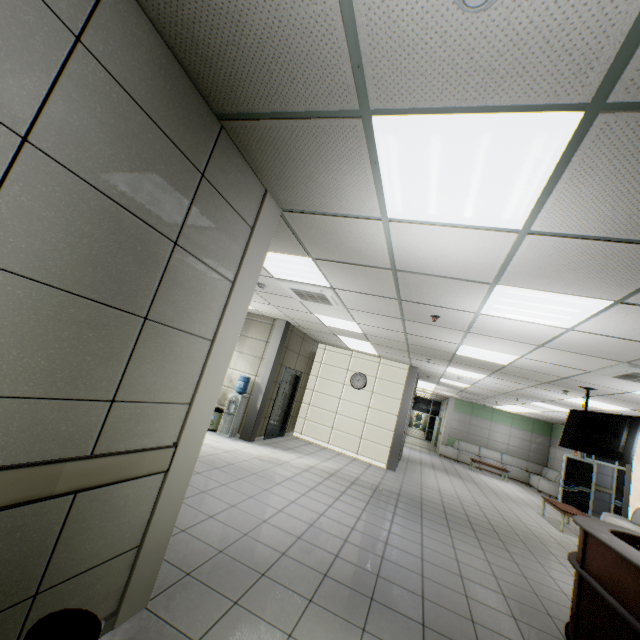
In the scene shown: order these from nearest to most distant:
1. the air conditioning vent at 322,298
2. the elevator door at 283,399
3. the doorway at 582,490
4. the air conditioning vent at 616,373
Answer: the air conditioning vent at 616,373, the air conditioning vent at 322,298, the elevator door at 283,399, the doorway at 582,490

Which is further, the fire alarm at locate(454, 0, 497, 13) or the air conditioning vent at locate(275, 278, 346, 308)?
the air conditioning vent at locate(275, 278, 346, 308)

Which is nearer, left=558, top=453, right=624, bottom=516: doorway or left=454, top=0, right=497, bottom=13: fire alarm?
left=454, top=0, right=497, bottom=13: fire alarm

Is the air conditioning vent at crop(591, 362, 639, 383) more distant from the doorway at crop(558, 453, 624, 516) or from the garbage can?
the doorway at crop(558, 453, 624, 516)

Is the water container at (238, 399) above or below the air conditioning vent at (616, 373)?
below

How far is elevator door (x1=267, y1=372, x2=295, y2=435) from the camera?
9.62m

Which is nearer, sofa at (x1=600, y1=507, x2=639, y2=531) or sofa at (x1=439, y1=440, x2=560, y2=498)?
sofa at (x1=600, y1=507, x2=639, y2=531)

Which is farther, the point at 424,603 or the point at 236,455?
the point at 236,455
